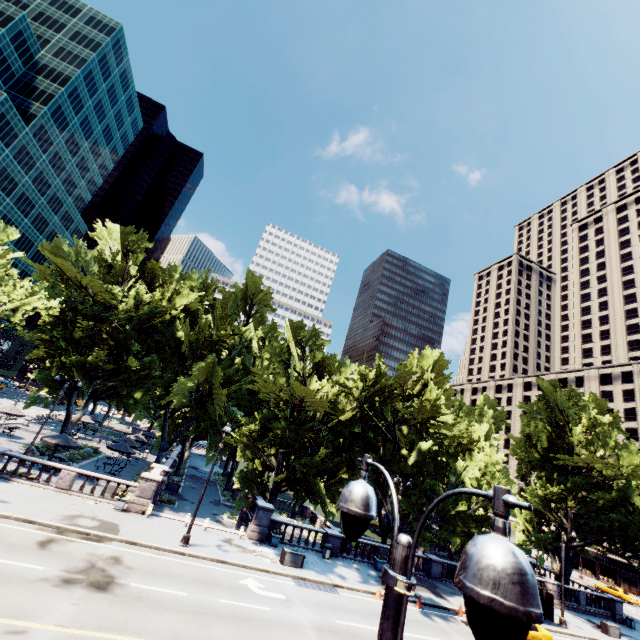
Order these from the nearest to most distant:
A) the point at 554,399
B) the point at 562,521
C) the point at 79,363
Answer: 1. the point at 79,363
2. the point at 562,521
3. the point at 554,399

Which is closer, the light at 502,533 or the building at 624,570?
the light at 502,533

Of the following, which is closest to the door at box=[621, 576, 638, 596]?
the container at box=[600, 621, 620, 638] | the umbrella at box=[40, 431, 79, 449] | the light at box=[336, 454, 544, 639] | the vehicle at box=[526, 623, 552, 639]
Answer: the container at box=[600, 621, 620, 638]

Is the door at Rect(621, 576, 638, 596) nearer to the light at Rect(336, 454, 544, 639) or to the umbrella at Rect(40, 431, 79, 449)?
the light at Rect(336, 454, 544, 639)

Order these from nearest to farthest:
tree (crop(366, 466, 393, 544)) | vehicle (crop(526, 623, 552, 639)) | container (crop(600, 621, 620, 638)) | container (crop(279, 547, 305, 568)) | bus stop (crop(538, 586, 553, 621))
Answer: vehicle (crop(526, 623, 552, 639)) < container (crop(279, 547, 305, 568)) < bus stop (crop(538, 586, 553, 621)) < container (crop(600, 621, 620, 638)) < tree (crop(366, 466, 393, 544))

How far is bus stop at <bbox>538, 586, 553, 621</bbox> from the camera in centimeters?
2684cm

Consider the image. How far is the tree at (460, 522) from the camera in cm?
2762

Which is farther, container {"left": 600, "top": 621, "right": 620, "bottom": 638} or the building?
the building
